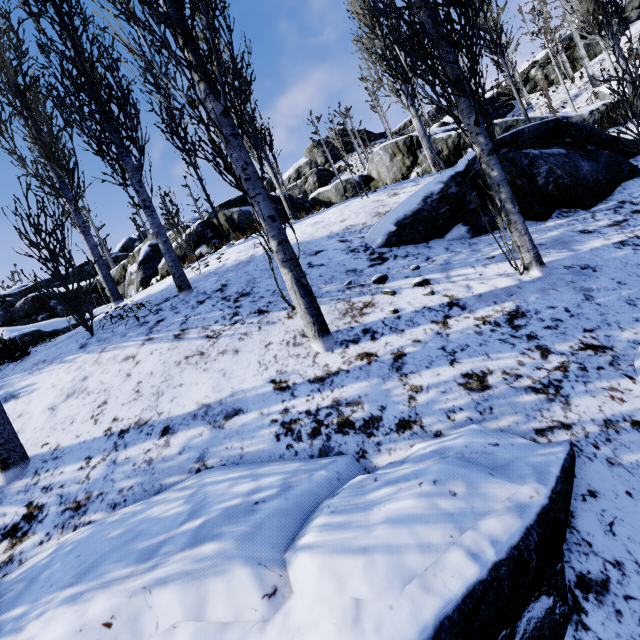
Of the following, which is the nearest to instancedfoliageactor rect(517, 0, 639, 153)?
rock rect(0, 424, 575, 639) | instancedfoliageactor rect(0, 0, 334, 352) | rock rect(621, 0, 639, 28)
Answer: rock rect(621, 0, 639, 28)

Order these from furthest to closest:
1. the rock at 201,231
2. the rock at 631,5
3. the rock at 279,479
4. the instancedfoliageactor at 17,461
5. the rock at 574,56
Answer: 1. the rock at 574,56
2. the rock at 631,5
3. the rock at 201,231
4. the instancedfoliageactor at 17,461
5. the rock at 279,479

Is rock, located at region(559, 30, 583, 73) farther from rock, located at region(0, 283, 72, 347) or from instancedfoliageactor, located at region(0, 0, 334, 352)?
rock, located at region(0, 283, 72, 347)

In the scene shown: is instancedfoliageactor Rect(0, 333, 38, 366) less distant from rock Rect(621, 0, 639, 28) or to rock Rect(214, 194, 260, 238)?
rock Rect(214, 194, 260, 238)

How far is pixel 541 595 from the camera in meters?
1.5 m

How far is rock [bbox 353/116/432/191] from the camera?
14.6m

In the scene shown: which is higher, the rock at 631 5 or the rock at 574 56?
the rock at 631 5

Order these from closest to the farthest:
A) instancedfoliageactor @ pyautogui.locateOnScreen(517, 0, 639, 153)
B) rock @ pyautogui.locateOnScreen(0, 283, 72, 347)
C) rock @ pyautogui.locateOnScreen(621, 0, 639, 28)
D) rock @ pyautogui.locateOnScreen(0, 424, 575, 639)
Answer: rock @ pyautogui.locateOnScreen(0, 424, 575, 639) < instancedfoliageactor @ pyautogui.locateOnScreen(517, 0, 639, 153) < rock @ pyautogui.locateOnScreen(0, 283, 72, 347) < rock @ pyautogui.locateOnScreen(621, 0, 639, 28)
